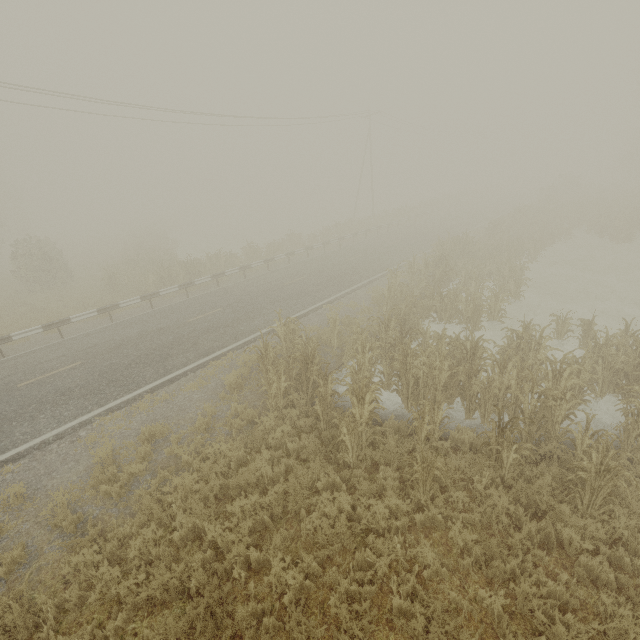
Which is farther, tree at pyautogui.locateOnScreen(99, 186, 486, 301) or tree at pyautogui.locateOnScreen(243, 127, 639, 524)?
tree at pyautogui.locateOnScreen(99, 186, 486, 301)

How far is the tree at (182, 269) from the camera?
19.31m

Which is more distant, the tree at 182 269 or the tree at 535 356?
the tree at 182 269

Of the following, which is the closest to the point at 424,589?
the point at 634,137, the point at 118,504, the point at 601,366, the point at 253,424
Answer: the point at 253,424

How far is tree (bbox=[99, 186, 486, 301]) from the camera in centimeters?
1931cm
